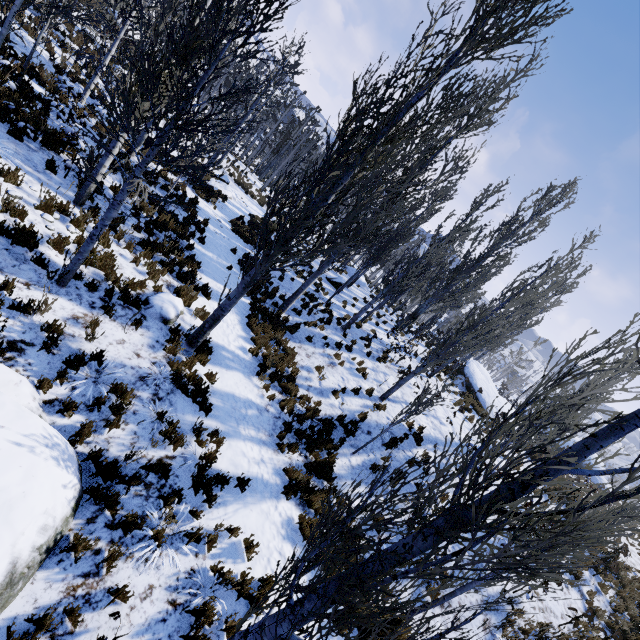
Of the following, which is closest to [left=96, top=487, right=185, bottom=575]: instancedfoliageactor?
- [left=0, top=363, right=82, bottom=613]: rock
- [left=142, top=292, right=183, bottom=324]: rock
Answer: [left=142, top=292, right=183, bottom=324]: rock

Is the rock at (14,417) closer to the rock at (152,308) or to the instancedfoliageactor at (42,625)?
the instancedfoliageactor at (42,625)

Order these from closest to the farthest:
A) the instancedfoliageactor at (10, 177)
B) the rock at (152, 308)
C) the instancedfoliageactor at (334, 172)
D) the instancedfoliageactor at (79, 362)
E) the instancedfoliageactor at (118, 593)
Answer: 1. the instancedfoliageactor at (334, 172)
2. the instancedfoliageactor at (118, 593)
3. the instancedfoliageactor at (79, 362)
4. the instancedfoliageactor at (10, 177)
5. the rock at (152, 308)

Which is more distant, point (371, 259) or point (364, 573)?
point (371, 259)

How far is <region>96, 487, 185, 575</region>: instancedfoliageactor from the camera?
4.3 meters

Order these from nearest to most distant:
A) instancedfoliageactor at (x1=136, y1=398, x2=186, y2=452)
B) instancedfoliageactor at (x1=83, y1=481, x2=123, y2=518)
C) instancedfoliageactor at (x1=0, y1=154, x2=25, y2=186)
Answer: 1. instancedfoliageactor at (x1=83, y1=481, x2=123, y2=518)
2. instancedfoliageactor at (x1=136, y1=398, x2=186, y2=452)
3. instancedfoliageactor at (x1=0, y1=154, x2=25, y2=186)
